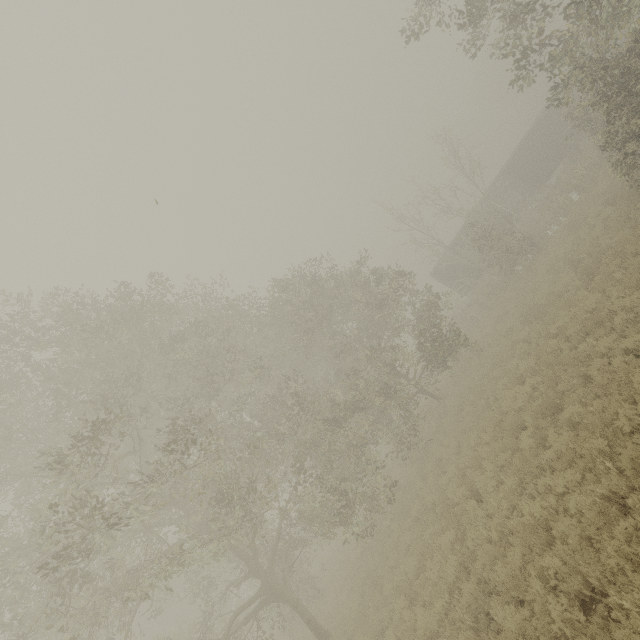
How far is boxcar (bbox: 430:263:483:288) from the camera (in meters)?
29.80

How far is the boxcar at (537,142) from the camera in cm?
2772

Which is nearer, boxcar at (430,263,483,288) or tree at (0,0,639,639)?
tree at (0,0,639,639)

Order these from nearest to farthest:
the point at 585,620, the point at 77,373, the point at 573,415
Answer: the point at 585,620 → the point at 573,415 → the point at 77,373

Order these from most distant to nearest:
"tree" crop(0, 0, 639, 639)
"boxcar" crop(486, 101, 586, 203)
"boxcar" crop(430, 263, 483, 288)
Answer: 1. "boxcar" crop(430, 263, 483, 288)
2. "boxcar" crop(486, 101, 586, 203)
3. "tree" crop(0, 0, 639, 639)

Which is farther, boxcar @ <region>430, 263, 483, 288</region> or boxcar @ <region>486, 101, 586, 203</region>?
boxcar @ <region>430, 263, 483, 288</region>

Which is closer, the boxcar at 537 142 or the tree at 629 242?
the tree at 629 242
